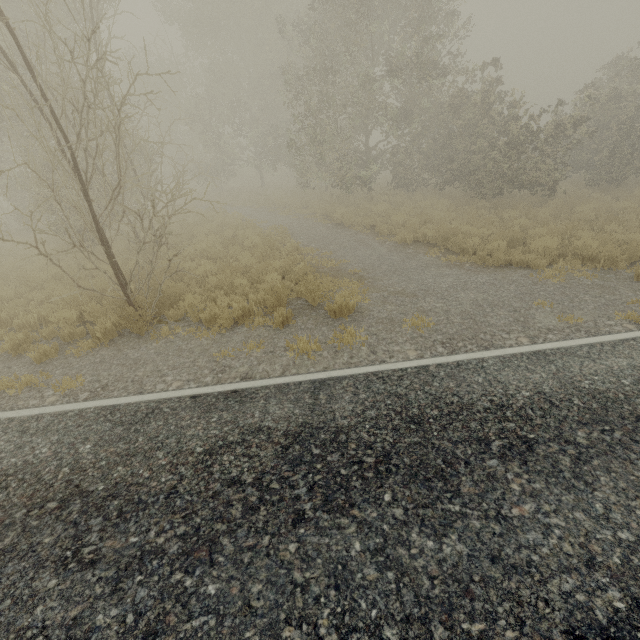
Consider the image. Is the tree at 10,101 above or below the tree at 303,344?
above

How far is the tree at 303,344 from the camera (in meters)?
5.59

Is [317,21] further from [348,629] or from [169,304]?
[348,629]

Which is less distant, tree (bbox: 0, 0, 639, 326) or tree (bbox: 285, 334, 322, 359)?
tree (bbox: 285, 334, 322, 359)

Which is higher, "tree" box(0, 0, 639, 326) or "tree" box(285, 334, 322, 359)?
"tree" box(0, 0, 639, 326)

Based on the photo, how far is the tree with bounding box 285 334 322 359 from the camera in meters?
5.6
